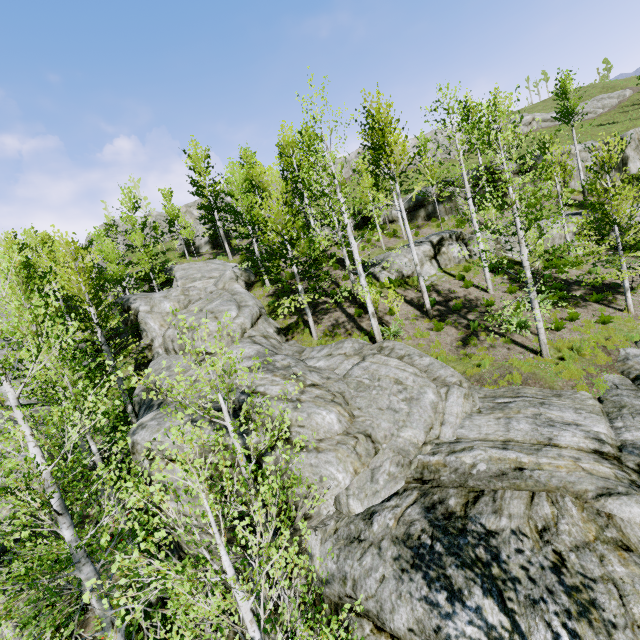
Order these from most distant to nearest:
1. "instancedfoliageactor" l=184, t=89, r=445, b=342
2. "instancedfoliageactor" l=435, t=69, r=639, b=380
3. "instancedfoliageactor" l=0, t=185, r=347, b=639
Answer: "instancedfoliageactor" l=184, t=89, r=445, b=342, "instancedfoliageactor" l=435, t=69, r=639, b=380, "instancedfoliageactor" l=0, t=185, r=347, b=639

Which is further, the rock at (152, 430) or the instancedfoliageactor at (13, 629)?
the rock at (152, 430)

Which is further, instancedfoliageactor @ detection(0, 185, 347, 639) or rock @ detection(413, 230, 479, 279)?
rock @ detection(413, 230, 479, 279)

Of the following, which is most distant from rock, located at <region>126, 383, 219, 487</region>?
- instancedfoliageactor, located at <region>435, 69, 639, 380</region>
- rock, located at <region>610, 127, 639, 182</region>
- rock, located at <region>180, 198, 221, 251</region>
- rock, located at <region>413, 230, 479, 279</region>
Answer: rock, located at <region>610, 127, 639, 182</region>

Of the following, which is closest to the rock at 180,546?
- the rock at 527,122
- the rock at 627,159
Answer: the rock at 527,122

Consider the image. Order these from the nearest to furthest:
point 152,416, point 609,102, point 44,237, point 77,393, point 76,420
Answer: point 76,420 < point 152,416 < point 77,393 < point 44,237 < point 609,102

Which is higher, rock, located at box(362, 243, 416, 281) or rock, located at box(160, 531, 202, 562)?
rock, located at box(362, 243, 416, 281)

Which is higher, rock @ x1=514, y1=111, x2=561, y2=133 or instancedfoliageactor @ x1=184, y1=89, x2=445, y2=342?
rock @ x1=514, y1=111, x2=561, y2=133
